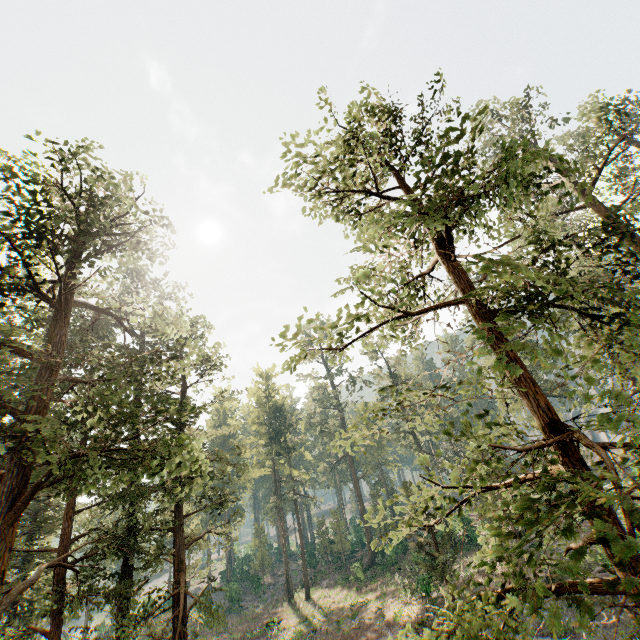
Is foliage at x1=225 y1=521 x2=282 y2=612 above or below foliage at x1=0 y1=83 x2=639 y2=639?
below

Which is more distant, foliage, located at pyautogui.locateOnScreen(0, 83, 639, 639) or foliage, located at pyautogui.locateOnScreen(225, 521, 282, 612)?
foliage, located at pyautogui.locateOnScreen(225, 521, 282, 612)

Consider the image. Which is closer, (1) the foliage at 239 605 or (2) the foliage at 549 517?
(2) the foliage at 549 517

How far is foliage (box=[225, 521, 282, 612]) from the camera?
42.0 meters

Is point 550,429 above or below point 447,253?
below

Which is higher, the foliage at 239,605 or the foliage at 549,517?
the foliage at 549,517
